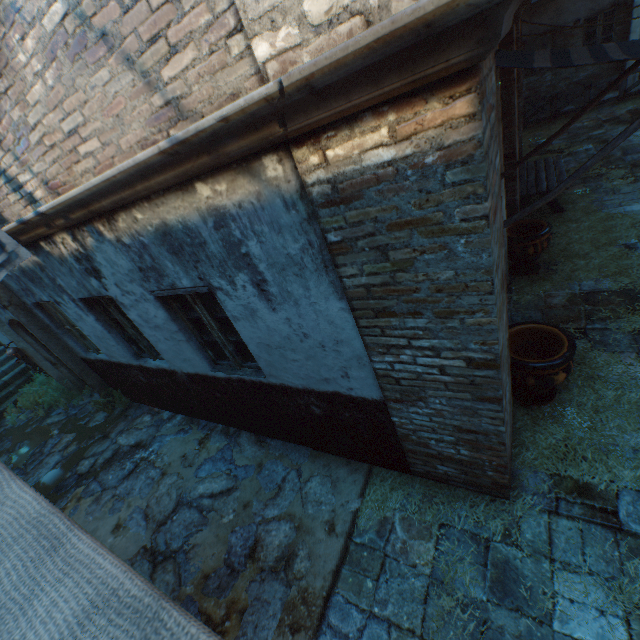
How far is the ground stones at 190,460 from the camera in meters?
5.2

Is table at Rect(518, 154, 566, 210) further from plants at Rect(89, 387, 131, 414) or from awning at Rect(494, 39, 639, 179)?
plants at Rect(89, 387, 131, 414)

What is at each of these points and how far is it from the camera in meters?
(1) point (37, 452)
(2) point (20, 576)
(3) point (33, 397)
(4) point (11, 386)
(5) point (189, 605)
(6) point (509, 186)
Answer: (1) ground stones, 7.1
(2) awning, 1.1
(3) plants, 8.8
(4) stairs, 9.8
(5) ground stones, 3.5
(6) building, 5.8

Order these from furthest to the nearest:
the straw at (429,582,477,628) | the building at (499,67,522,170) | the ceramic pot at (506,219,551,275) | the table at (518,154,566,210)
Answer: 1. the table at (518,154,566,210)
2. the ceramic pot at (506,219,551,275)
3. the building at (499,67,522,170)
4. the straw at (429,582,477,628)

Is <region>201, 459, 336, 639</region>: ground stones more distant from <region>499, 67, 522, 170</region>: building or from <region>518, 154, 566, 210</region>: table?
<region>518, 154, 566, 210</region>: table

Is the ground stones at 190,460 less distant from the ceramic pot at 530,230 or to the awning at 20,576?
the awning at 20,576

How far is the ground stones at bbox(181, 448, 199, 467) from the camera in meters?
5.2 m

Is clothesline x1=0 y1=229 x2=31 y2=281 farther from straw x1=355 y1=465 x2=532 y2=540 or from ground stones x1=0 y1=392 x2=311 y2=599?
straw x1=355 y1=465 x2=532 y2=540
